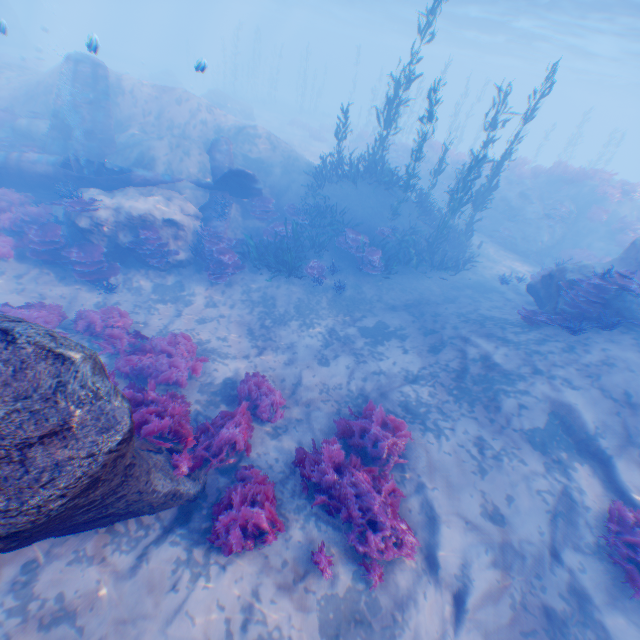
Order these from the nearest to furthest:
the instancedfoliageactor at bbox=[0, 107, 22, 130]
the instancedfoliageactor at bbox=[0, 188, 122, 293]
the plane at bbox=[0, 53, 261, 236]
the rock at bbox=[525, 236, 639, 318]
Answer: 1. the rock at bbox=[525, 236, 639, 318]
2. the instancedfoliageactor at bbox=[0, 188, 122, 293]
3. the plane at bbox=[0, 53, 261, 236]
4. the instancedfoliageactor at bbox=[0, 107, 22, 130]

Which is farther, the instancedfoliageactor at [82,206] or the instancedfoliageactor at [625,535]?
the instancedfoliageactor at [82,206]

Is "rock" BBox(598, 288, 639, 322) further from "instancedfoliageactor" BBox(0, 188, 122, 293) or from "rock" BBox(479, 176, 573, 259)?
"rock" BBox(479, 176, 573, 259)

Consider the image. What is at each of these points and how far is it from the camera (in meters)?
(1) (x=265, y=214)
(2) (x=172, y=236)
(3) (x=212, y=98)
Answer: (1) instancedfoliageactor, 14.73
(2) rock, 12.20
(3) rock, 29.16

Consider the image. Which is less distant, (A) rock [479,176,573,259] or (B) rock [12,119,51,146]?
(B) rock [12,119,51,146]

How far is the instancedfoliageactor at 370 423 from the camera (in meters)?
5.18

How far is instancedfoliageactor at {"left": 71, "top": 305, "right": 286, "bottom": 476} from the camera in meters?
5.8

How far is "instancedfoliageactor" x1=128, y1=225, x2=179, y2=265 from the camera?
11.14m
